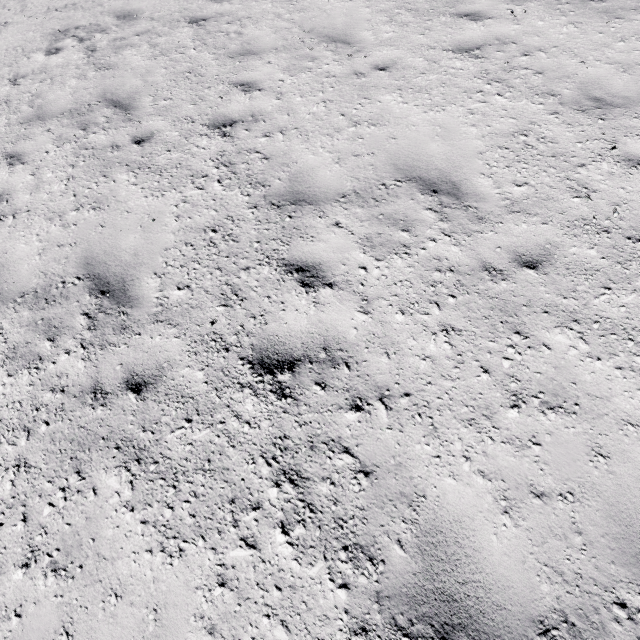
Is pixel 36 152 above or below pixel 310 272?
above
